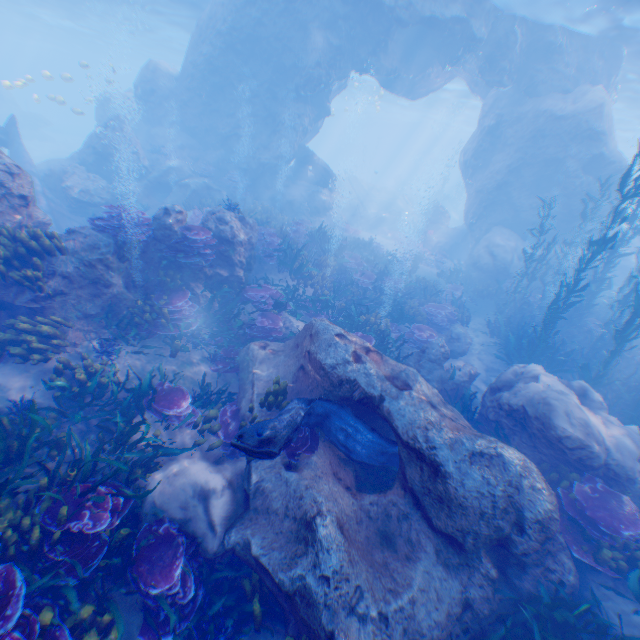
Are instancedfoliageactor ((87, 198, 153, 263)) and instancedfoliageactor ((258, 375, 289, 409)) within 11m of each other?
yes

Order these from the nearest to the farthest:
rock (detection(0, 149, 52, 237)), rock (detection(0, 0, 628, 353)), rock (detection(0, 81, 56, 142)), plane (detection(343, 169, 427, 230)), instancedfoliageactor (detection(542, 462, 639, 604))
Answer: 1. instancedfoliageactor (detection(542, 462, 639, 604))
2. rock (detection(0, 149, 52, 237))
3. rock (detection(0, 0, 628, 353))
4. plane (detection(343, 169, 427, 230))
5. rock (detection(0, 81, 56, 142))

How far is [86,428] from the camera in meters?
6.5 m

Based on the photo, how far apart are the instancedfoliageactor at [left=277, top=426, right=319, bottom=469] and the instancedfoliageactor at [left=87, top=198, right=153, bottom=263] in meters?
5.2

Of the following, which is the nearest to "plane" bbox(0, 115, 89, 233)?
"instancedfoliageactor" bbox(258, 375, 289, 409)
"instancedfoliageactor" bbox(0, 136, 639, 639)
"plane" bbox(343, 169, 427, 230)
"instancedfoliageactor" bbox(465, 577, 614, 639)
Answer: "instancedfoliageactor" bbox(0, 136, 639, 639)

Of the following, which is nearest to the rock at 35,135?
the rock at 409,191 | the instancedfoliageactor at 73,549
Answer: the instancedfoliageactor at 73,549

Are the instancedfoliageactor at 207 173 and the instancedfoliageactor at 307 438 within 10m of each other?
no

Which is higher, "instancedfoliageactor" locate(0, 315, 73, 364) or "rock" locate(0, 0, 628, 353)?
"rock" locate(0, 0, 628, 353)
